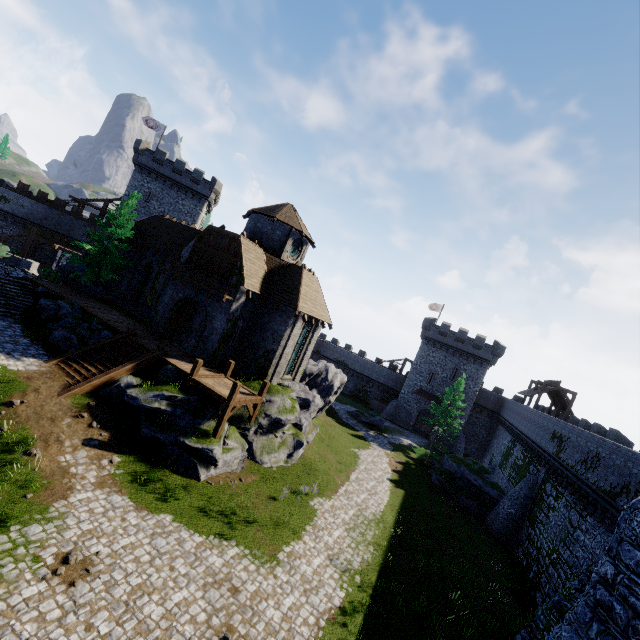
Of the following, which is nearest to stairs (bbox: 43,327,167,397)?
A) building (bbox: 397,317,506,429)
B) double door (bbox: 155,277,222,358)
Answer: double door (bbox: 155,277,222,358)

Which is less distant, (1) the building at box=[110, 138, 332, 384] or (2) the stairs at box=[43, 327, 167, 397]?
(2) the stairs at box=[43, 327, 167, 397]

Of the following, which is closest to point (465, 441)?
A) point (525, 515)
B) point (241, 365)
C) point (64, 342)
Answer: point (525, 515)

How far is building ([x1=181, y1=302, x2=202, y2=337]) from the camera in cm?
2598

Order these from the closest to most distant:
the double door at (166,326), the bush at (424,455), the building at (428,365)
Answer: the double door at (166,326) < the bush at (424,455) < the building at (428,365)

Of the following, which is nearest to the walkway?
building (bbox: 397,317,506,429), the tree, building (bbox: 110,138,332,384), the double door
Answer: building (bbox: 110,138,332,384)

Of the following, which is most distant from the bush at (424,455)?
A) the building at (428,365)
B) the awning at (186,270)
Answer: the awning at (186,270)

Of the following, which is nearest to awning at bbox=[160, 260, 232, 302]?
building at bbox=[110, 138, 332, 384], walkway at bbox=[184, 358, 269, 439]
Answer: building at bbox=[110, 138, 332, 384]
